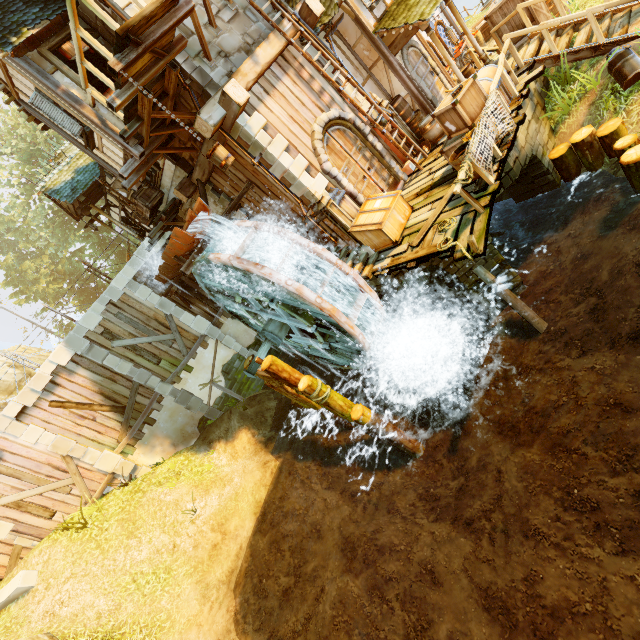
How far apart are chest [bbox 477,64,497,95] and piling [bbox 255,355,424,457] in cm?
807

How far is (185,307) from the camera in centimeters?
1559cm

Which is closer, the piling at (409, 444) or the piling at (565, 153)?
the piling at (565, 153)

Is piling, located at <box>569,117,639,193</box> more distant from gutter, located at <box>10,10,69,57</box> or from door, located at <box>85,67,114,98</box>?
gutter, located at <box>10,10,69,57</box>

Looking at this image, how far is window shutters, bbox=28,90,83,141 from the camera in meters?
7.8 m

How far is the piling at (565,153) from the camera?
8.4 meters

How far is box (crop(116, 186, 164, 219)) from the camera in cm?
1221

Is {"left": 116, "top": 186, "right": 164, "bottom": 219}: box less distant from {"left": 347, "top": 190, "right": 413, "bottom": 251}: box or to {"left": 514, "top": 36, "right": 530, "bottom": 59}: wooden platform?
{"left": 347, "top": 190, "right": 413, "bottom": 251}: box
